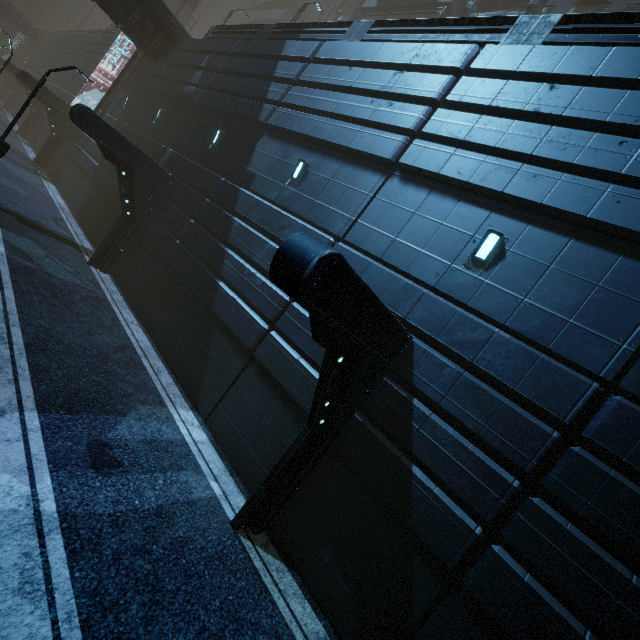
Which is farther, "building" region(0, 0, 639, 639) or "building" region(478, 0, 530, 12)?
"building" region(478, 0, 530, 12)

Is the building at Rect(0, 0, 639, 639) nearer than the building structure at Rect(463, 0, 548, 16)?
Yes

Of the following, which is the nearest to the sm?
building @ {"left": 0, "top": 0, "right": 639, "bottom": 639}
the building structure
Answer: building @ {"left": 0, "top": 0, "right": 639, "bottom": 639}

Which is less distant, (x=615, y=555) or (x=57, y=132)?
(x=615, y=555)

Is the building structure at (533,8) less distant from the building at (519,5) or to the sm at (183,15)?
the building at (519,5)
